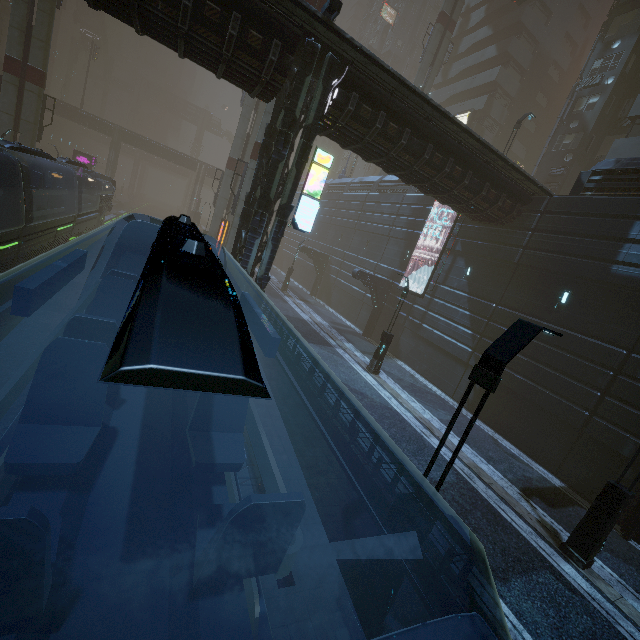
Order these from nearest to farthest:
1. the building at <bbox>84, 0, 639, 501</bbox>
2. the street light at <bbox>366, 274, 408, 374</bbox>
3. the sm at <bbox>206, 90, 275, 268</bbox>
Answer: the building at <bbox>84, 0, 639, 501</bbox> < the street light at <bbox>366, 274, 408, 374</bbox> < the sm at <bbox>206, 90, 275, 268</bbox>

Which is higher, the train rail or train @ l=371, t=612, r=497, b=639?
train @ l=371, t=612, r=497, b=639

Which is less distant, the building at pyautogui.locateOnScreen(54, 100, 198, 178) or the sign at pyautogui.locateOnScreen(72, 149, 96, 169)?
the sign at pyautogui.locateOnScreen(72, 149, 96, 169)

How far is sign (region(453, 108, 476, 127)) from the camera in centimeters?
3703cm

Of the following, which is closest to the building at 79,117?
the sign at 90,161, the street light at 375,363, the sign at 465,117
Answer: the sign at 465,117

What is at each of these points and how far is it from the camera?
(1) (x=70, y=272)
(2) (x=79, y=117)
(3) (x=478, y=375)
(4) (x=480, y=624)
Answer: (1) train, 3.6m
(2) building, 49.6m
(3) street light, 4.5m
(4) train, 0.9m

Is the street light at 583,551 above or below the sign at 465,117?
below

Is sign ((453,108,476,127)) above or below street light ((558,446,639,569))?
above
